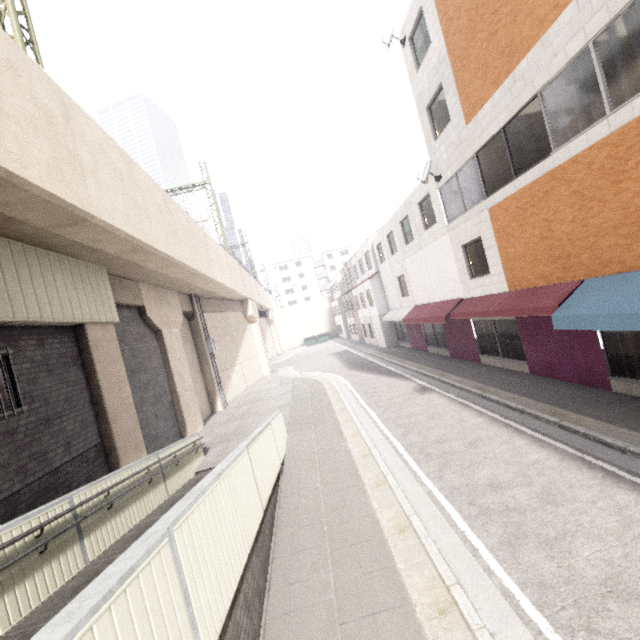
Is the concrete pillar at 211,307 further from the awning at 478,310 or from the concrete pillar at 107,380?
the awning at 478,310

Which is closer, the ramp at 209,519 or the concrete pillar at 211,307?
the ramp at 209,519

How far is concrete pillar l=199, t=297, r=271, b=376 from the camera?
21.64m

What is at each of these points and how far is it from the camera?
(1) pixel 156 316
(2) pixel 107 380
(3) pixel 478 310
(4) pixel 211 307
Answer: (1) concrete pillar, 13.69m
(2) concrete pillar, 9.02m
(3) awning, 12.02m
(4) concrete pillar, 21.75m

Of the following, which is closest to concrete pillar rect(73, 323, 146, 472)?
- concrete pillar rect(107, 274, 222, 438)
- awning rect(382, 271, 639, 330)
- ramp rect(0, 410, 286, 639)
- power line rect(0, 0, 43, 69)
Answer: concrete pillar rect(107, 274, 222, 438)

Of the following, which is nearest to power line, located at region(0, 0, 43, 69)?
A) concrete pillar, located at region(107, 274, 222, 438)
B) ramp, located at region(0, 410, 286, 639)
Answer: concrete pillar, located at region(107, 274, 222, 438)

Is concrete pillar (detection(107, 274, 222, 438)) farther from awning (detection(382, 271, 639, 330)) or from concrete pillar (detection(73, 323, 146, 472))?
awning (detection(382, 271, 639, 330))

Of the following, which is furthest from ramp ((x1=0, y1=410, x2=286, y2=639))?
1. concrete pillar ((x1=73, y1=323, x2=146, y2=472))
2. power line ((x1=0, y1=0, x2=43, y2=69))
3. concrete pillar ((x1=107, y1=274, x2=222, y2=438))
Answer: power line ((x1=0, y1=0, x2=43, y2=69))
